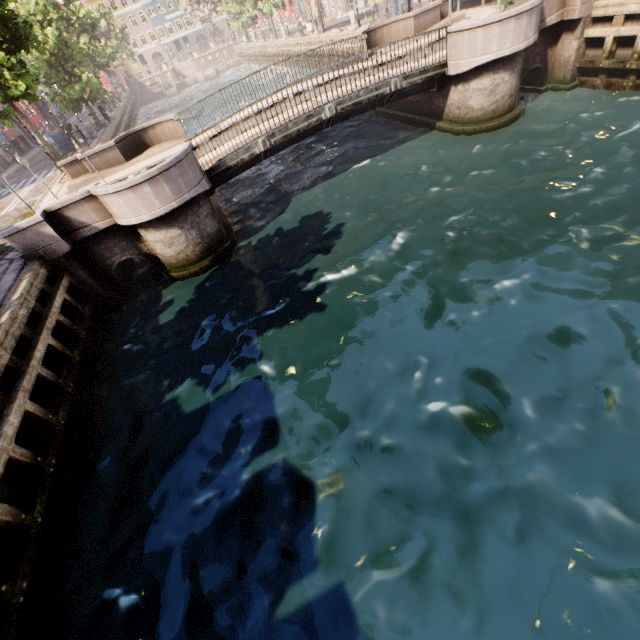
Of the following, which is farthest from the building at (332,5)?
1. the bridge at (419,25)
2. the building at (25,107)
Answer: the building at (25,107)

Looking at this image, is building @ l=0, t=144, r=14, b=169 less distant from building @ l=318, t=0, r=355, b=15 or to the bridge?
the bridge

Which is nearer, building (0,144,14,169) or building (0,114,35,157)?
building (0,144,14,169)

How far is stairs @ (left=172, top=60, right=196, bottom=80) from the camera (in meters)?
59.00

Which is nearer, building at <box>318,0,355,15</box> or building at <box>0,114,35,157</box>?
building at <box>0,114,35,157</box>

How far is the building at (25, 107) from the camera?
36.75m

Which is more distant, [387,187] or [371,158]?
[371,158]

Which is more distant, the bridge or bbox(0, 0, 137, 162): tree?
bbox(0, 0, 137, 162): tree
